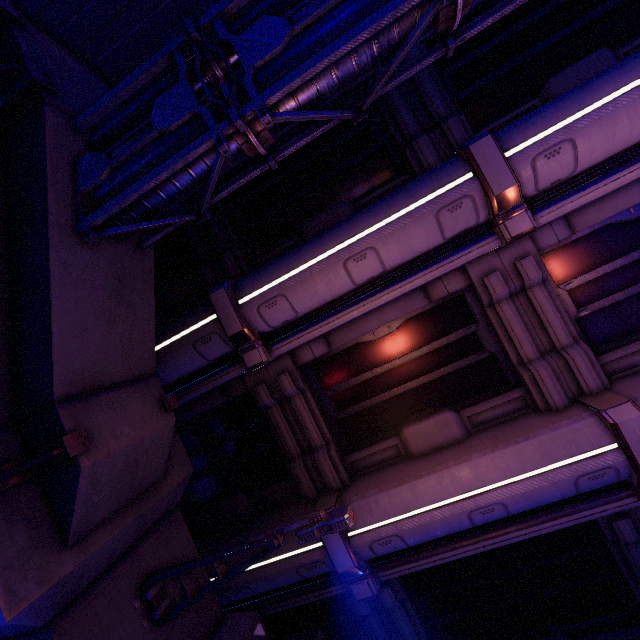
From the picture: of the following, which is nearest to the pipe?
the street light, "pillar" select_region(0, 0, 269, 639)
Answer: "pillar" select_region(0, 0, 269, 639)

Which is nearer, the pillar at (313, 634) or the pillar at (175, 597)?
the pillar at (175, 597)

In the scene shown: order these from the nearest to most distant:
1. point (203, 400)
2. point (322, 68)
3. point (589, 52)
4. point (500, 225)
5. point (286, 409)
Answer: point (322, 68)
point (500, 225)
point (589, 52)
point (286, 409)
point (203, 400)

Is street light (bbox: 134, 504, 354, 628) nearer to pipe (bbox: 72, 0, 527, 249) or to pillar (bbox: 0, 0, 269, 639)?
pillar (bbox: 0, 0, 269, 639)

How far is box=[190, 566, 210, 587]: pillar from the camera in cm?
518

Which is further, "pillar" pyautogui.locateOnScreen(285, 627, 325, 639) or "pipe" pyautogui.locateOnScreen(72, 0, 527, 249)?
"pillar" pyautogui.locateOnScreen(285, 627, 325, 639)

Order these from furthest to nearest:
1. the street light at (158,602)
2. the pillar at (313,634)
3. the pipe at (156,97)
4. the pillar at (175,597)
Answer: the pillar at (313,634) → the pillar at (175,597) → the street light at (158,602) → the pipe at (156,97)
